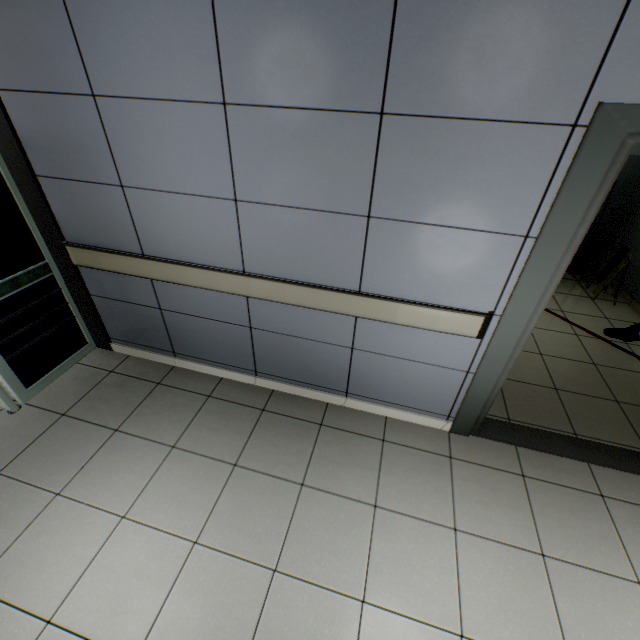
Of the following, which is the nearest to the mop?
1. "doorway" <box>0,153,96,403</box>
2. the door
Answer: the door

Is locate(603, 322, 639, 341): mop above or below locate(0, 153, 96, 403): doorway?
below

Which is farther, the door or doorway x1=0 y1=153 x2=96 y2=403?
doorway x1=0 y1=153 x2=96 y2=403

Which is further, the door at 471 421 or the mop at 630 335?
the mop at 630 335

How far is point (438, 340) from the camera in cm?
214

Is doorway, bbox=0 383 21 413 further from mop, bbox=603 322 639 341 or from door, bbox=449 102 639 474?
mop, bbox=603 322 639 341

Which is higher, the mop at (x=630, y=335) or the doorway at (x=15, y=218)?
the doorway at (x=15, y=218)

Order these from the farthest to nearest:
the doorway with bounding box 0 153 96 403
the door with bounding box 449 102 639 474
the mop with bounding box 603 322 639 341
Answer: the mop with bounding box 603 322 639 341 < the doorway with bounding box 0 153 96 403 < the door with bounding box 449 102 639 474
